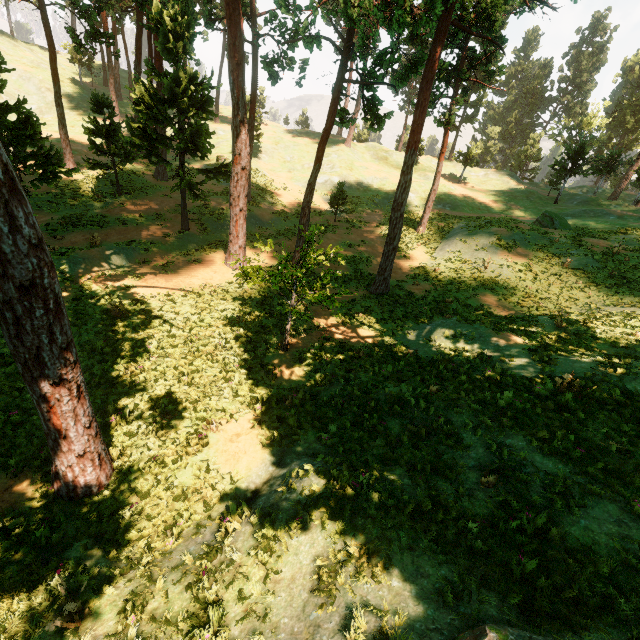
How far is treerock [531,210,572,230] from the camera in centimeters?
2925cm

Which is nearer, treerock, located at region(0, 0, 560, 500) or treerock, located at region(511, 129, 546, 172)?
treerock, located at region(0, 0, 560, 500)

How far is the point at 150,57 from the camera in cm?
3100

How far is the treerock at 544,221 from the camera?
29.2m

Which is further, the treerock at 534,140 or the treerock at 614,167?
the treerock at 534,140

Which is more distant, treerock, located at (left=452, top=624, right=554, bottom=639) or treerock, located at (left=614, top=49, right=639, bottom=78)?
treerock, located at (left=614, top=49, right=639, bottom=78)
